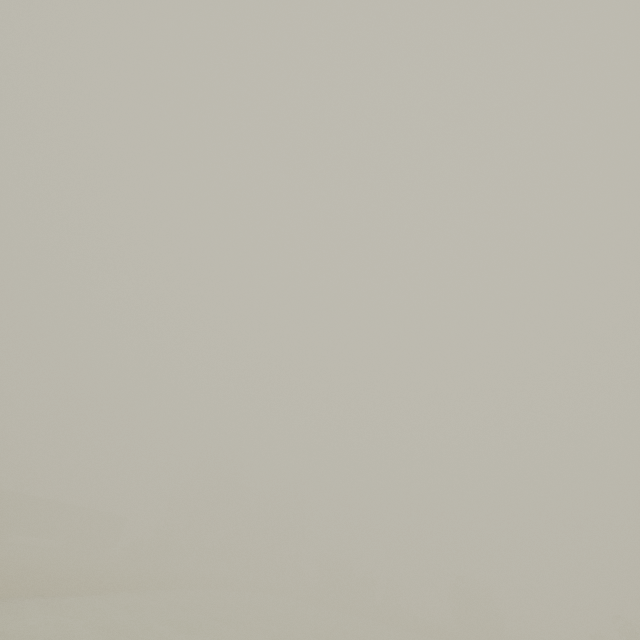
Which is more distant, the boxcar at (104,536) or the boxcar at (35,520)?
the boxcar at (104,536)

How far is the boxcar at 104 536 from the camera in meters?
44.2 m

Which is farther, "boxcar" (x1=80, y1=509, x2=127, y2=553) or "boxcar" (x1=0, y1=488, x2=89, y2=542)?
"boxcar" (x1=80, y1=509, x2=127, y2=553)

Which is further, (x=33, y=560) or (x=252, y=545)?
(x=252, y=545)

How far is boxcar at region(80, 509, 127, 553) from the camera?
44.2m
